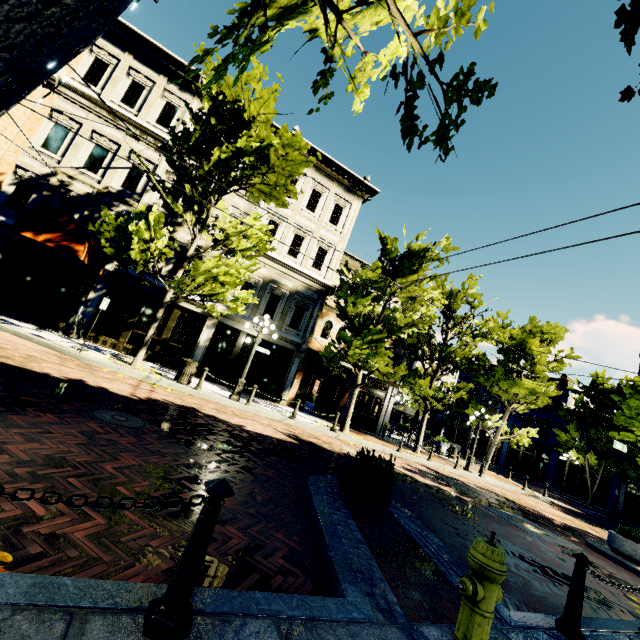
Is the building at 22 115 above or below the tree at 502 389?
above

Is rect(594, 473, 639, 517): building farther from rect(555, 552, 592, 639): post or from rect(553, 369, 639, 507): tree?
rect(555, 552, 592, 639): post

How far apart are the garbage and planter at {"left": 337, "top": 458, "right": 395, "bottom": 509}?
7.8 meters

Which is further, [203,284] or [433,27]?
[203,284]

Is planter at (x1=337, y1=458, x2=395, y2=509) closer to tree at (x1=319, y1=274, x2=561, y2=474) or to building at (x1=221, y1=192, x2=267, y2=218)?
tree at (x1=319, y1=274, x2=561, y2=474)

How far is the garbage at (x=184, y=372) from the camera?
11.8m

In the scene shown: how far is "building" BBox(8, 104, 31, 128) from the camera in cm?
1291

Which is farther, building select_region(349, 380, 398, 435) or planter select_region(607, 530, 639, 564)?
building select_region(349, 380, 398, 435)
